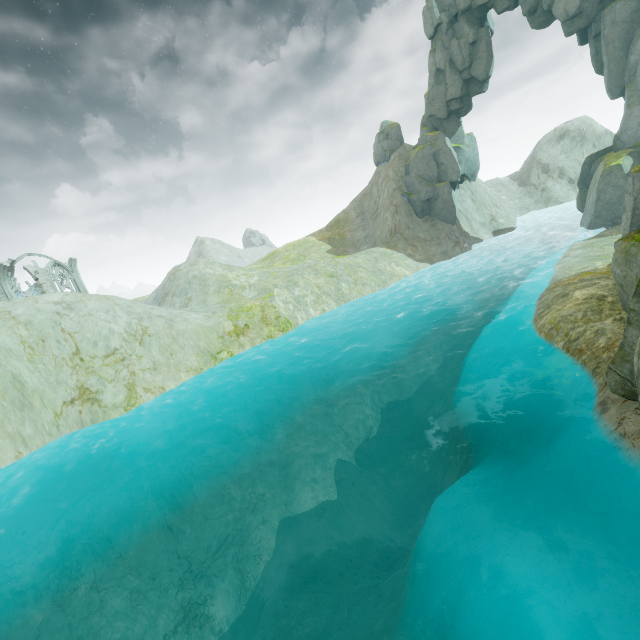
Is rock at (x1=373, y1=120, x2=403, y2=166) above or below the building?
above

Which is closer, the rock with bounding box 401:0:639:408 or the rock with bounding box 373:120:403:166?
the rock with bounding box 401:0:639:408

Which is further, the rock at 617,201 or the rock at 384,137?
the rock at 384,137

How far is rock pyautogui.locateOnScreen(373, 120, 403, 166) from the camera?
45.2m

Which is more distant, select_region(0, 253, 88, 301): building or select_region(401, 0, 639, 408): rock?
Answer: select_region(0, 253, 88, 301): building

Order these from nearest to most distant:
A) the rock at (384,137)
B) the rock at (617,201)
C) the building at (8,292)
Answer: the rock at (617,201), the building at (8,292), the rock at (384,137)

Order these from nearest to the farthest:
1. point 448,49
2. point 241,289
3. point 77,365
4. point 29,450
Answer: point 29,450 → point 77,365 → point 241,289 → point 448,49

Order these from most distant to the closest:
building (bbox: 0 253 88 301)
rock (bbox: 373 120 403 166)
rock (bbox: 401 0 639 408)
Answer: rock (bbox: 373 120 403 166), building (bbox: 0 253 88 301), rock (bbox: 401 0 639 408)
